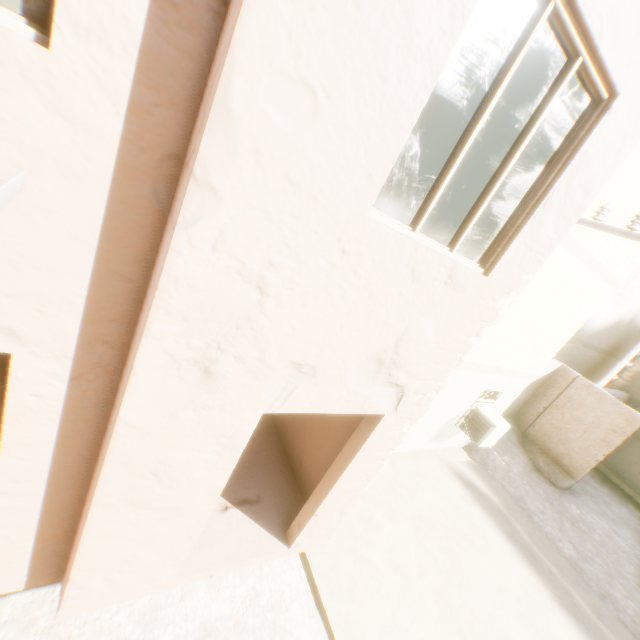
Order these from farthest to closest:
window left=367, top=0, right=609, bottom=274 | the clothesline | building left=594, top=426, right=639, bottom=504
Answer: building left=594, top=426, right=639, bottom=504
window left=367, top=0, right=609, bottom=274
the clothesline

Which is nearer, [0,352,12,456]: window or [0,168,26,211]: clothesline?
[0,168,26,211]: clothesline

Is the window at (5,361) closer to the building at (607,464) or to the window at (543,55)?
the building at (607,464)

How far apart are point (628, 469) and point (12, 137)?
18.5 meters

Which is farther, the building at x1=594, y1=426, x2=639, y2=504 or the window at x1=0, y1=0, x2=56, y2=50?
the building at x1=594, y1=426, x2=639, y2=504

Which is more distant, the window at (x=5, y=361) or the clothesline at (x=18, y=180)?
the window at (x=5, y=361)

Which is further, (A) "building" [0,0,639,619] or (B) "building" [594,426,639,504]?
(B) "building" [594,426,639,504]

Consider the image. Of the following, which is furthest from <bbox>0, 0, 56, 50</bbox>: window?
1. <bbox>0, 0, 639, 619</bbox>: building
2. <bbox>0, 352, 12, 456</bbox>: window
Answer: <bbox>0, 352, 12, 456</bbox>: window
